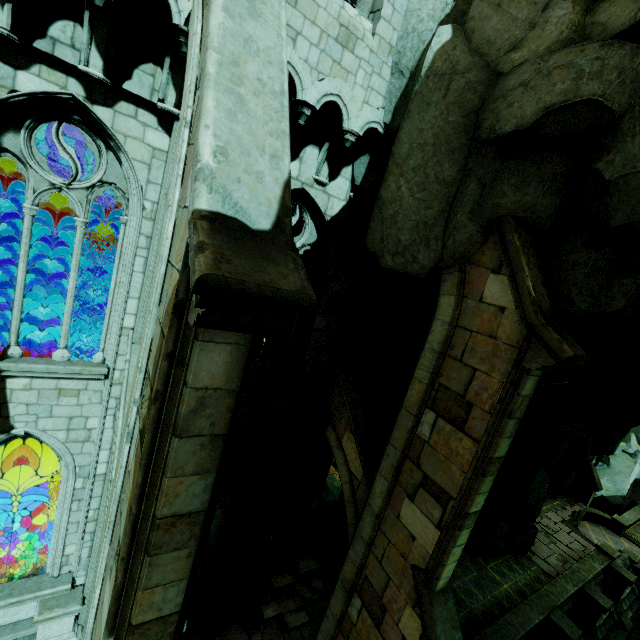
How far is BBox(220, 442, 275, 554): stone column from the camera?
10.6 meters

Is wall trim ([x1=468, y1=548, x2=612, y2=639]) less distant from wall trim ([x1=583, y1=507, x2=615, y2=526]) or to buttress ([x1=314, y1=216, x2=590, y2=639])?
buttress ([x1=314, y1=216, x2=590, y2=639])

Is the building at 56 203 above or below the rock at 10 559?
above

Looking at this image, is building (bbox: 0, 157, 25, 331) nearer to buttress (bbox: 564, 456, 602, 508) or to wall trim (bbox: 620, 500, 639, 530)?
buttress (bbox: 564, 456, 602, 508)

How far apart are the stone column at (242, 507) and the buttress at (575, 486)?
25.3 meters

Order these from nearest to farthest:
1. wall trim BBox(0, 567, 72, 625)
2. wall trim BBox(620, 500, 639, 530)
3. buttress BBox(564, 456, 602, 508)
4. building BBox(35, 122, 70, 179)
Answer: building BBox(35, 122, 70, 179) < wall trim BBox(0, 567, 72, 625) < buttress BBox(564, 456, 602, 508) < wall trim BBox(620, 500, 639, 530)

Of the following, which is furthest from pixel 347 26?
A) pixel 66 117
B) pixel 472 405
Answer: pixel 472 405

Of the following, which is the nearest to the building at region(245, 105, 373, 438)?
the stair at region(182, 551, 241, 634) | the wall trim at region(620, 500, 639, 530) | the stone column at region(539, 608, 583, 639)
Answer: the stair at region(182, 551, 241, 634)
